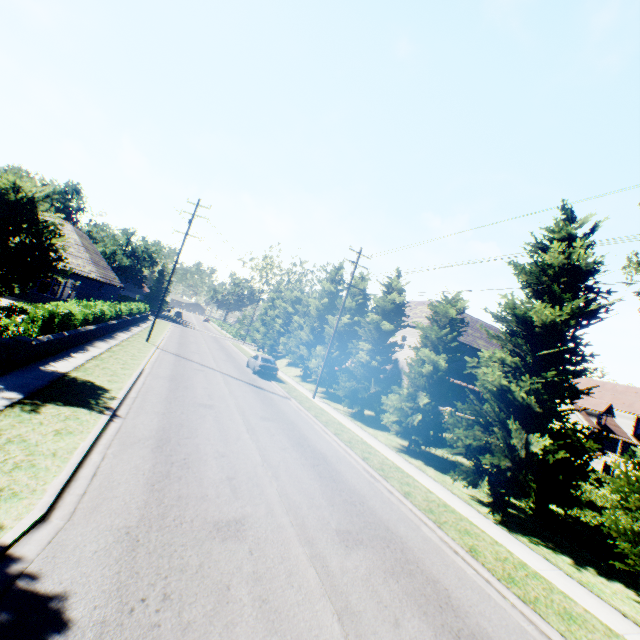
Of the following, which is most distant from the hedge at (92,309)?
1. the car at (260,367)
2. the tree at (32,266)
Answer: the car at (260,367)

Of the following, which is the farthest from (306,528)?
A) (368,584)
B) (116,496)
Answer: (116,496)

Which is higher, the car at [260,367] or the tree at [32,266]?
the tree at [32,266]

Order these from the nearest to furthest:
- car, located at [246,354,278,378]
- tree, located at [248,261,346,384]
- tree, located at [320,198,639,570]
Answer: tree, located at [320,198,639,570] → car, located at [246,354,278,378] → tree, located at [248,261,346,384]

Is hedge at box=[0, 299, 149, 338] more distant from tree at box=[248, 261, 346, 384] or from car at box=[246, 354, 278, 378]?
car at box=[246, 354, 278, 378]

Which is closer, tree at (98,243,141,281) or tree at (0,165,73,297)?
tree at (0,165,73,297)

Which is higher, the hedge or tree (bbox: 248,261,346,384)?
tree (bbox: 248,261,346,384)
